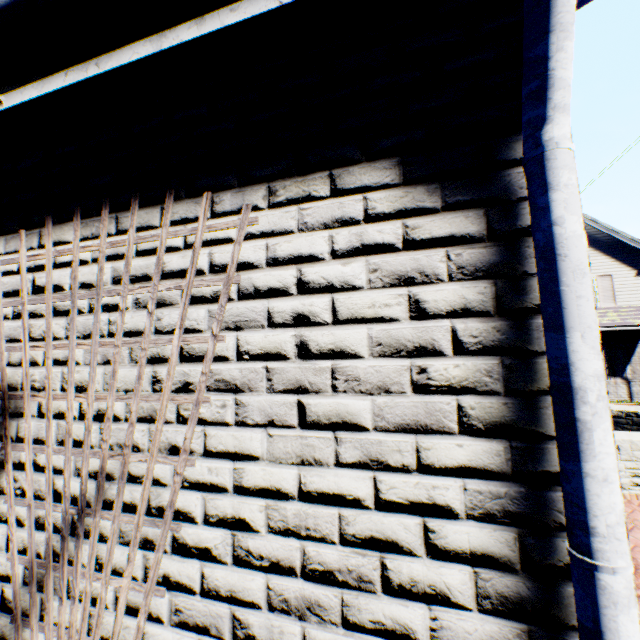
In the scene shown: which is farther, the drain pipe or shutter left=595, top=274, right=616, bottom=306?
shutter left=595, top=274, right=616, bottom=306

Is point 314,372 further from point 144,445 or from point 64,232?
point 64,232

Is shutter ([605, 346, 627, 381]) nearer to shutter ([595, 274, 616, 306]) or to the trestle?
shutter ([595, 274, 616, 306])

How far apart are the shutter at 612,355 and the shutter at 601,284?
1.83m

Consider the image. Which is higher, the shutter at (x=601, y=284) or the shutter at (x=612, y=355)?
the shutter at (x=601, y=284)

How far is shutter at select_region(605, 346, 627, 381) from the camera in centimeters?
1485cm

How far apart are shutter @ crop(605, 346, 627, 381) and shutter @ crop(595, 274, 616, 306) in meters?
1.8 m

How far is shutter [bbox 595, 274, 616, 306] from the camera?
15.3m
